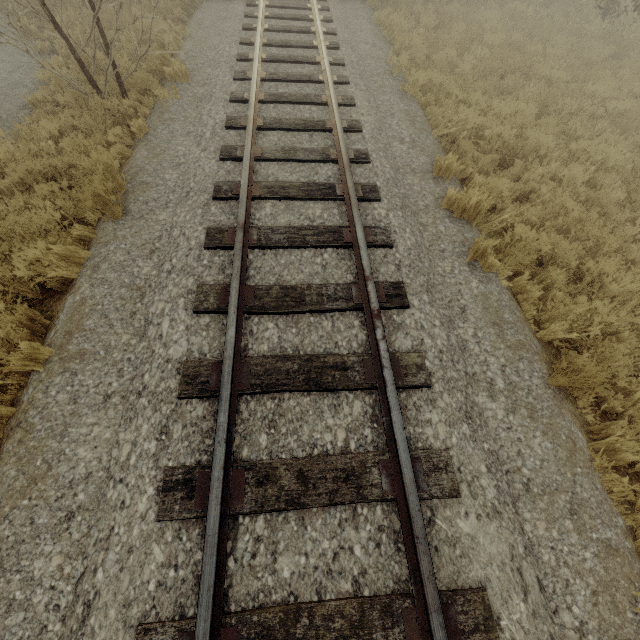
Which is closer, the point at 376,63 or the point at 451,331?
the point at 451,331

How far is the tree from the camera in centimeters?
594cm

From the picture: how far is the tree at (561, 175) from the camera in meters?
5.9
